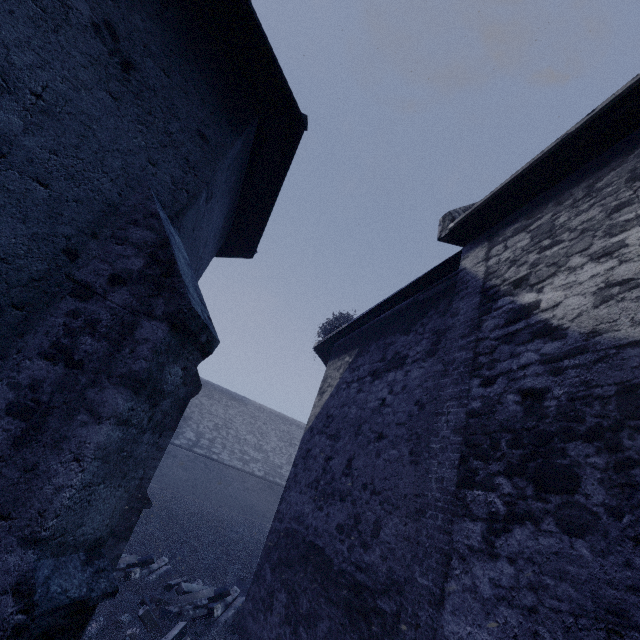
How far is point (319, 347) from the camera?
10.3 meters
